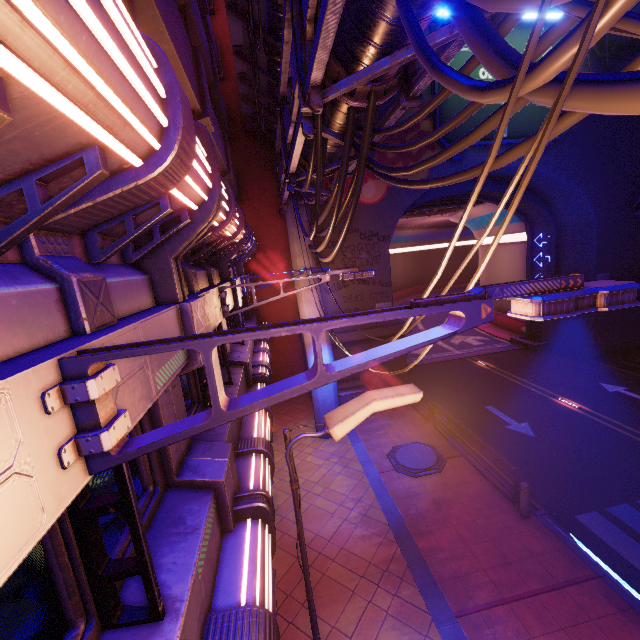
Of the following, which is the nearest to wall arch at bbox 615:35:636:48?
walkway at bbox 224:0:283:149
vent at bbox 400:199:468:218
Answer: walkway at bbox 224:0:283:149

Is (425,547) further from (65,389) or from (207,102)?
(207,102)

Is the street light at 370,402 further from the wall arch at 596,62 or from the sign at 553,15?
the sign at 553,15

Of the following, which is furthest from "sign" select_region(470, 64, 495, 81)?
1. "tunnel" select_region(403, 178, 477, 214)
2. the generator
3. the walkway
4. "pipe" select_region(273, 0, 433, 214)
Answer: the generator

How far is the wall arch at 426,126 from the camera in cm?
1658

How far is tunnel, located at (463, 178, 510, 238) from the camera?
20.5 meters

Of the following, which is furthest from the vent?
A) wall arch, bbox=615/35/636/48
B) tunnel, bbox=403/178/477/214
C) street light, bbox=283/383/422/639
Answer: street light, bbox=283/383/422/639

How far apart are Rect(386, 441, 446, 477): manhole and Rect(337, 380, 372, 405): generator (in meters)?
3.18
